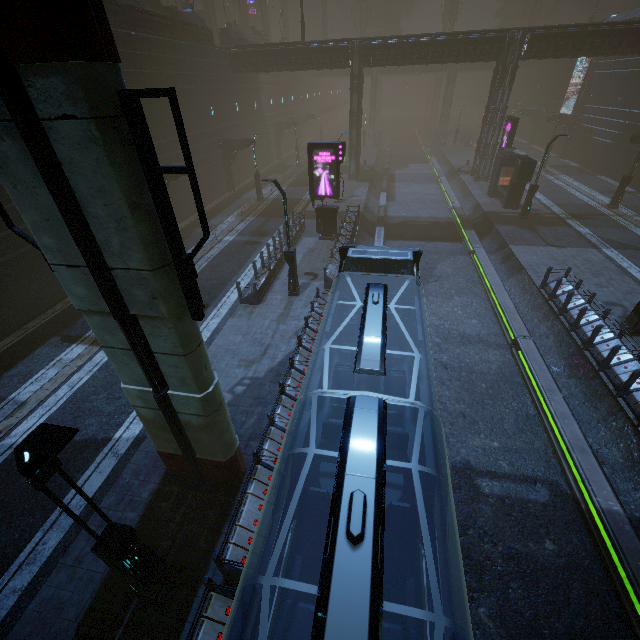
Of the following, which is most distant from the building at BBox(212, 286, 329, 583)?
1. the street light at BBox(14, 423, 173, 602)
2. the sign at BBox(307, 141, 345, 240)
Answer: the street light at BBox(14, 423, 173, 602)

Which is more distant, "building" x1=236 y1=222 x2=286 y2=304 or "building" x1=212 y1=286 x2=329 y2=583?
"building" x1=236 y1=222 x2=286 y2=304

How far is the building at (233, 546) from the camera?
6.9 meters

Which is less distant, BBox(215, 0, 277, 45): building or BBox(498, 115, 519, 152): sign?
BBox(498, 115, 519, 152): sign

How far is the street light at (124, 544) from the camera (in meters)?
3.67

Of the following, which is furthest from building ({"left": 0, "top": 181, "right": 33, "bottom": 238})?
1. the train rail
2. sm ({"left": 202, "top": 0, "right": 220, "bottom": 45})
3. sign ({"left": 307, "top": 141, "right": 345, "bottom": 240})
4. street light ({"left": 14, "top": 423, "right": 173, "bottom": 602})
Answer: sm ({"left": 202, "top": 0, "right": 220, "bottom": 45})

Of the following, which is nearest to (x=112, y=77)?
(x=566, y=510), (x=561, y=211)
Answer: (x=566, y=510)

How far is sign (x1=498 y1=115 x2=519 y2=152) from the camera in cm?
2753
